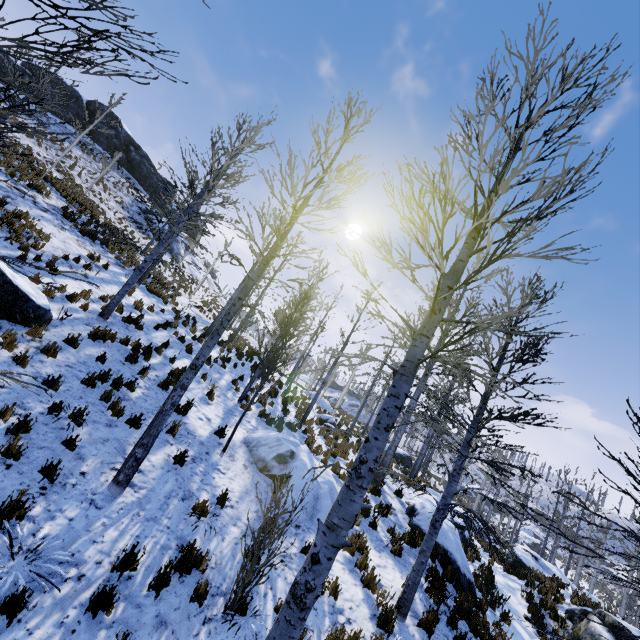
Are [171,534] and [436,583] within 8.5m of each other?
yes

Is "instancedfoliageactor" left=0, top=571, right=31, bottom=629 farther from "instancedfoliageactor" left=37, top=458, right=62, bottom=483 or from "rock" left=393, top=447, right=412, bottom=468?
"rock" left=393, top=447, right=412, bottom=468

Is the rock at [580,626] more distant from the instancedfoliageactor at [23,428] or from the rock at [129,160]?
the rock at [129,160]

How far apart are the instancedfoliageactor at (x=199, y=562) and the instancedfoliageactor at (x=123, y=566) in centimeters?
51cm

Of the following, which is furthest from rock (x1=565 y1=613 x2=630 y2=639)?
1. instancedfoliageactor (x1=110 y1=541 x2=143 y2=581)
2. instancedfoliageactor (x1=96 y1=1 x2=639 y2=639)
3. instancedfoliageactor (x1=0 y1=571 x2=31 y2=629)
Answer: instancedfoliageactor (x1=0 y1=571 x2=31 y2=629)

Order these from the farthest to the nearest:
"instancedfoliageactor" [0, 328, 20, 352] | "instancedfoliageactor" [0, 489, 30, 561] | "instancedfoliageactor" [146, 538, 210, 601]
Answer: "instancedfoliageactor" [0, 328, 20, 352] < "instancedfoliageactor" [146, 538, 210, 601] < "instancedfoliageactor" [0, 489, 30, 561]

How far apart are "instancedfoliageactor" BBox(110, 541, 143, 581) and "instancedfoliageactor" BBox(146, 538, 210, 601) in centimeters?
51cm

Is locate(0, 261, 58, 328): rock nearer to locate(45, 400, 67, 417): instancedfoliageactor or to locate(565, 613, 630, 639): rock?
locate(45, 400, 67, 417): instancedfoliageactor
